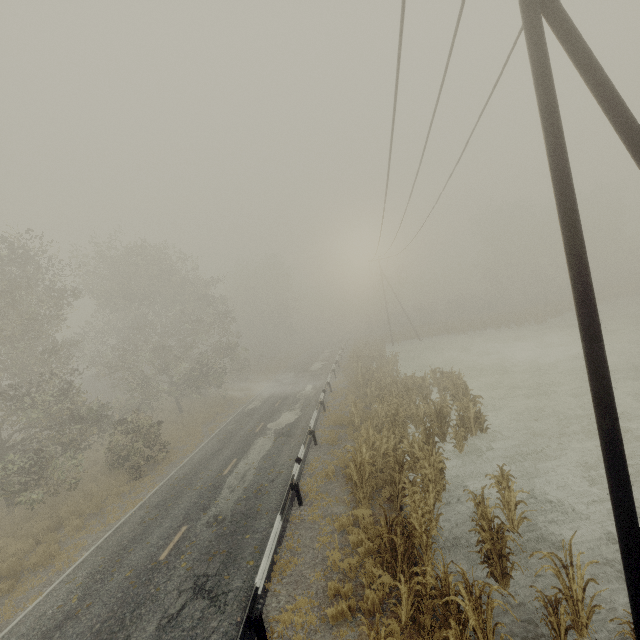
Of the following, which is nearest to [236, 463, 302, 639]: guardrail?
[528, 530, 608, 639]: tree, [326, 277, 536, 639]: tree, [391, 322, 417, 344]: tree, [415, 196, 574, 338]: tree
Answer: [391, 322, 417, 344]: tree

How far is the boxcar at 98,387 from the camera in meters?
41.9 m

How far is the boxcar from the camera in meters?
41.9 m

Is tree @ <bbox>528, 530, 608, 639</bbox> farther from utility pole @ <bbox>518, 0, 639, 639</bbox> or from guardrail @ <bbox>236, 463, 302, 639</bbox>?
guardrail @ <bbox>236, 463, 302, 639</bbox>

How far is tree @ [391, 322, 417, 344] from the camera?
45.2 meters

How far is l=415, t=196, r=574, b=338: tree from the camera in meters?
38.9

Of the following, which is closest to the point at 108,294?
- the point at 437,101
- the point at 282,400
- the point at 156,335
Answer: the point at 156,335

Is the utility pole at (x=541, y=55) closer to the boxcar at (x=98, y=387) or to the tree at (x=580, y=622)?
the tree at (x=580, y=622)
